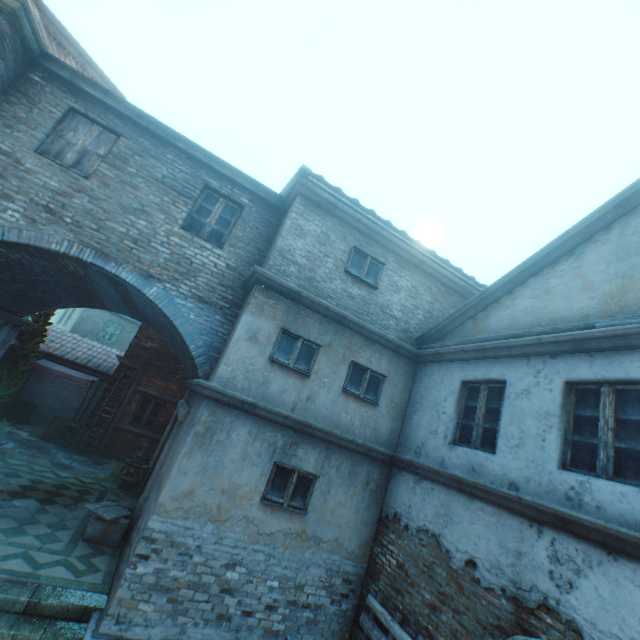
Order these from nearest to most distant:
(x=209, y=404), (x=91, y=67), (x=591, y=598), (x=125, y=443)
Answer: (x=591, y=598), (x=209, y=404), (x=91, y=67), (x=125, y=443)

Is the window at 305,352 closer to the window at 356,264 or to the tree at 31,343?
the window at 356,264

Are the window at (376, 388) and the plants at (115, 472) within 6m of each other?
no

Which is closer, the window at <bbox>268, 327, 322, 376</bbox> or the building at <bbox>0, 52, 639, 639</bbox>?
the building at <bbox>0, 52, 639, 639</bbox>

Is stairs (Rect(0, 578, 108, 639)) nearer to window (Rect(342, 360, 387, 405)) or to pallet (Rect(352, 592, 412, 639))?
pallet (Rect(352, 592, 412, 639))

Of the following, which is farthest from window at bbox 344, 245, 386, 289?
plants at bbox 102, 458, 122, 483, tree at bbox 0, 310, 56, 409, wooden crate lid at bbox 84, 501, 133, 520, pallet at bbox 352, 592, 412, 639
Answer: tree at bbox 0, 310, 56, 409

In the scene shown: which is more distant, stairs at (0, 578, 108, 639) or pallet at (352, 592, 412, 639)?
pallet at (352, 592, 412, 639)

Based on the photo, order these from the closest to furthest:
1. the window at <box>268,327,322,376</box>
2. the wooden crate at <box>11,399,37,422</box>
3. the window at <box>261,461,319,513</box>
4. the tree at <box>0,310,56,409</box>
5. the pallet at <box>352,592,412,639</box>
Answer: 1. the pallet at <box>352,592,412,639</box>
2. the window at <box>261,461,319,513</box>
3. the window at <box>268,327,322,376</box>
4. the tree at <box>0,310,56,409</box>
5. the wooden crate at <box>11,399,37,422</box>
